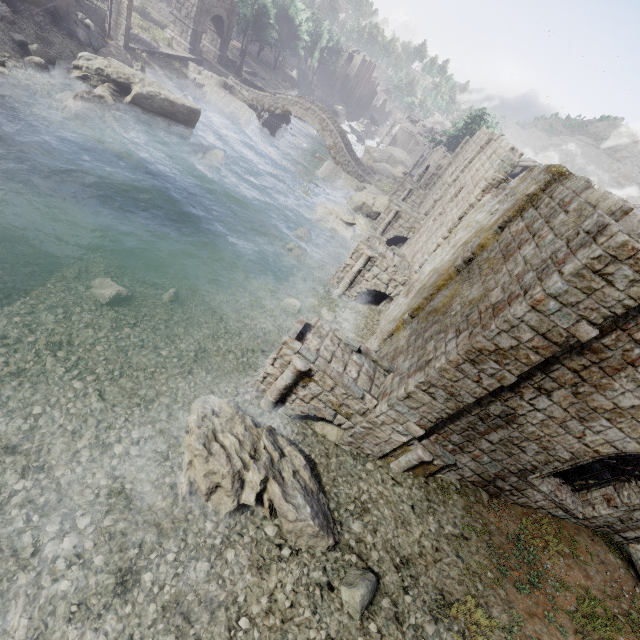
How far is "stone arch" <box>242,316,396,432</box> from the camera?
9.3 meters

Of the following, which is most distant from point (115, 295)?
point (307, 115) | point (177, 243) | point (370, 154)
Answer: point (370, 154)

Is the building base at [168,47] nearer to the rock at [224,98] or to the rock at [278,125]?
the rock at [224,98]

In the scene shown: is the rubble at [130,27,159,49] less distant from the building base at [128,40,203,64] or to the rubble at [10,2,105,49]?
the building base at [128,40,203,64]

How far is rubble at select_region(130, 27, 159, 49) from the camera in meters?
28.4 m

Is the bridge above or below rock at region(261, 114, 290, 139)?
above

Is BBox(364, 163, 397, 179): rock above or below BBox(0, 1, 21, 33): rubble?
below

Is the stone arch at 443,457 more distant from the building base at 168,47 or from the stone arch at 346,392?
the building base at 168,47
